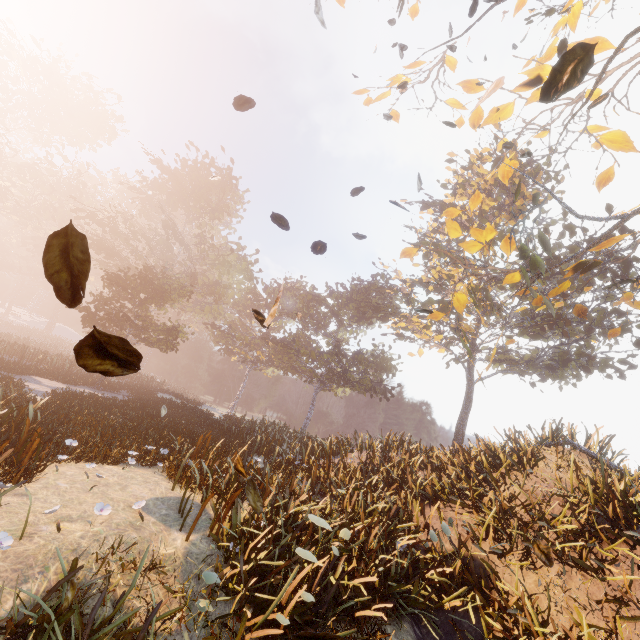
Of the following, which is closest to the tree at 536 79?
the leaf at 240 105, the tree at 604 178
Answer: the tree at 604 178

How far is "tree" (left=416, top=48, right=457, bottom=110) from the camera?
9.5m

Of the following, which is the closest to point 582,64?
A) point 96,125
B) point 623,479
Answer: point 623,479

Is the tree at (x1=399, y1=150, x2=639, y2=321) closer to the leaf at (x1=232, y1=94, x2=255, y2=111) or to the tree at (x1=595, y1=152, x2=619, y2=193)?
the tree at (x1=595, y1=152, x2=619, y2=193)

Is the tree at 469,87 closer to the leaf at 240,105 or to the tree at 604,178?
the tree at 604,178
